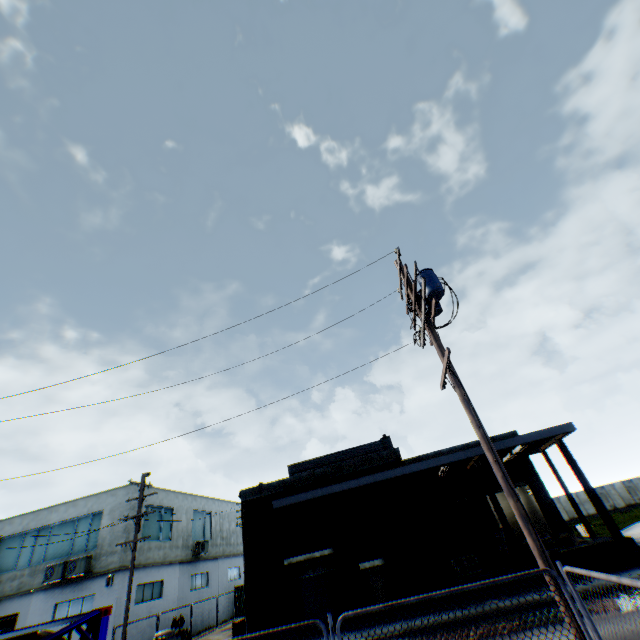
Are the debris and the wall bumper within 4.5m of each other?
yes

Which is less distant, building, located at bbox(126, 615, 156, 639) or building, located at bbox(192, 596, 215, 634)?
building, located at bbox(126, 615, 156, 639)

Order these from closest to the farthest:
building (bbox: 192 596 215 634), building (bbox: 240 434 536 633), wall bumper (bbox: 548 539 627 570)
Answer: wall bumper (bbox: 548 539 627 570) → building (bbox: 240 434 536 633) → building (bbox: 192 596 215 634)

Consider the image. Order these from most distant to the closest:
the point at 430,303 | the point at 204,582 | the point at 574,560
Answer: the point at 204,582
the point at 574,560
the point at 430,303

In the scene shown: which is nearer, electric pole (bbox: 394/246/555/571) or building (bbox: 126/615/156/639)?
electric pole (bbox: 394/246/555/571)

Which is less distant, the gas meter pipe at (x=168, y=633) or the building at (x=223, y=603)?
the gas meter pipe at (x=168, y=633)

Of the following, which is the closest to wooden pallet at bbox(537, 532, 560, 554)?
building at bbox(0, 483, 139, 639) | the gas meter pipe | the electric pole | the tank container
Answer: the electric pole

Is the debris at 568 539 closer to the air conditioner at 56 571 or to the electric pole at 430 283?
the electric pole at 430 283
